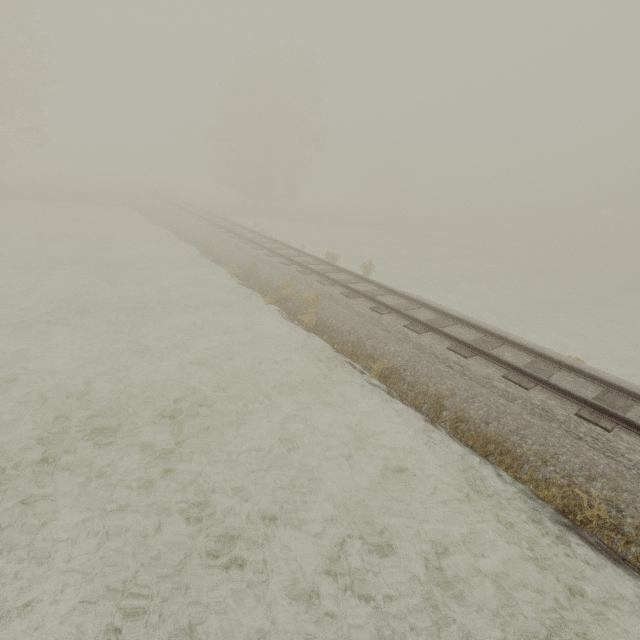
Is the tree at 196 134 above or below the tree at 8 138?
above

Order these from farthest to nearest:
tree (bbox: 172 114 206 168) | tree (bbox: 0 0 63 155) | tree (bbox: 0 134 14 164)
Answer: tree (bbox: 172 114 206 168) → tree (bbox: 0 134 14 164) → tree (bbox: 0 0 63 155)

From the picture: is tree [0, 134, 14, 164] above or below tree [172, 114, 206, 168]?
below

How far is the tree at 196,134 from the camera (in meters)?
57.94

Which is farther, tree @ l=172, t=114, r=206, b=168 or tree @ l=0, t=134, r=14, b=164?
tree @ l=172, t=114, r=206, b=168

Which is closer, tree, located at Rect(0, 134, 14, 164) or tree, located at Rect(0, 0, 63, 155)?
tree, located at Rect(0, 0, 63, 155)

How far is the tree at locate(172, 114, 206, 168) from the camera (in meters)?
57.94

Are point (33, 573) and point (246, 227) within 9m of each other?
no
